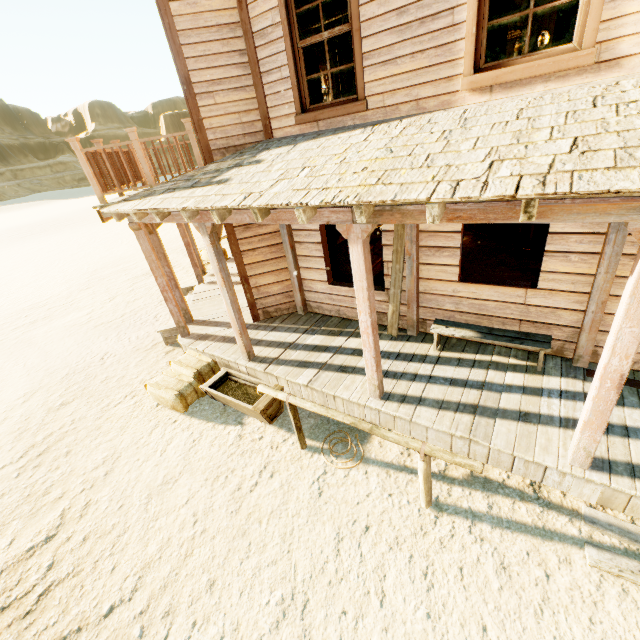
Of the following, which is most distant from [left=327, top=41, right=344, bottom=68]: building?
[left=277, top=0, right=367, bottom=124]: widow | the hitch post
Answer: the hitch post

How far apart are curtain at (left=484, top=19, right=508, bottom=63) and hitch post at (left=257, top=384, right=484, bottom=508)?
4.5 meters

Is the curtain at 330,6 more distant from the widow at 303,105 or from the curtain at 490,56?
the curtain at 490,56

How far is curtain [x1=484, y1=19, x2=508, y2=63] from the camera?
3.67m

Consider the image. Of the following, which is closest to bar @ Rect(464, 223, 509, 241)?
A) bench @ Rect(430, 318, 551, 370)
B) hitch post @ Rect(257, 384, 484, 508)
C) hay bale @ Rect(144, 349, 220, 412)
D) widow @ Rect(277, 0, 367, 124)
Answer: bench @ Rect(430, 318, 551, 370)

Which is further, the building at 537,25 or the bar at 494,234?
the building at 537,25

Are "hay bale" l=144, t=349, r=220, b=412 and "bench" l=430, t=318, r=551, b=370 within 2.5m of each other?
no

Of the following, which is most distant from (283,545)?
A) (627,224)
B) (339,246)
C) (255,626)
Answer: (339,246)
